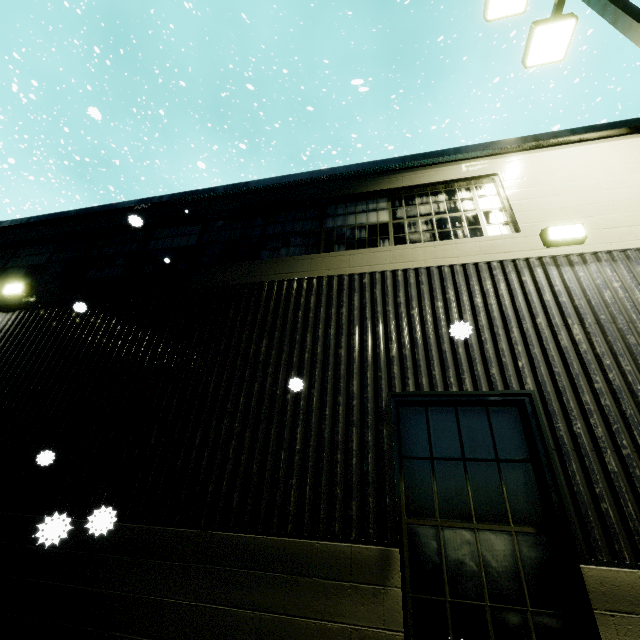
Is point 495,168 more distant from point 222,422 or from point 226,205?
point 222,422

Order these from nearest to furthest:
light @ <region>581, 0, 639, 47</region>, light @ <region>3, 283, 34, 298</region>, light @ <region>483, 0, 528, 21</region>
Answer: light @ <region>581, 0, 639, 47</region> → light @ <region>483, 0, 528, 21</region> → light @ <region>3, 283, 34, 298</region>

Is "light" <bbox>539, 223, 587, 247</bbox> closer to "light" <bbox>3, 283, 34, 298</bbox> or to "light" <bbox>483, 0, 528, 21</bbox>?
"light" <bbox>483, 0, 528, 21</bbox>

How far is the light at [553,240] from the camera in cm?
435

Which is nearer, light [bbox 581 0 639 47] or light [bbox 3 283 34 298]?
light [bbox 581 0 639 47]

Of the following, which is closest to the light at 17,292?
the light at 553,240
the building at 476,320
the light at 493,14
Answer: the building at 476,320

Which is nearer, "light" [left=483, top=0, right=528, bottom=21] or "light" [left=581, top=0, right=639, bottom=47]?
"light" [left=581, top=0, right=639, bottom=47]

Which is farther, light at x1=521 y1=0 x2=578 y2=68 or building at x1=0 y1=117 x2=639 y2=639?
light at x1=521 y1=0 x2=578 y2=68
